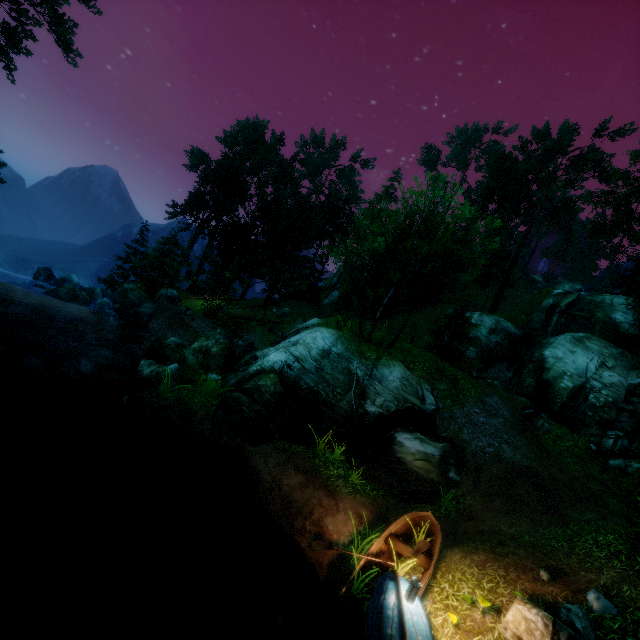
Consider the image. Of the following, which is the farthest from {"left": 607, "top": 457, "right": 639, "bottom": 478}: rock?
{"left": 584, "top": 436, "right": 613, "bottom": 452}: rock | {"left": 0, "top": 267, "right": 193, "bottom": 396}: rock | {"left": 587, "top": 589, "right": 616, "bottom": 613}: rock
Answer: {"left": 0, "top": 267, "right": 193, "bottom": 396}: rock

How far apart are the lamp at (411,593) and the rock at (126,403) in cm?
980

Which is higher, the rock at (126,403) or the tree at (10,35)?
the tree at (10,35)

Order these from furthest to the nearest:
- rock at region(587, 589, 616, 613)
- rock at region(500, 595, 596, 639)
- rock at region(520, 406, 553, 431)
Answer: rock at region(520, 406, 553, 431)
rock at region(587, 589, 616, 613)
rock at region(500, 595, 596, 639)

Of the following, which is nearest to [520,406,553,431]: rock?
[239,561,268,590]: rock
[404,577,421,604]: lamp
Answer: [404,577,421,604]: lamp

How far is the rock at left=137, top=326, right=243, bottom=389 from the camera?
13.55m

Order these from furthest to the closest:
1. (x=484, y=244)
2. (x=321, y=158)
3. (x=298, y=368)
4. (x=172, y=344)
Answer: (x=321, y=158) < (x=484, y=244) < (x=172, y=344) < (x=298, y=368)

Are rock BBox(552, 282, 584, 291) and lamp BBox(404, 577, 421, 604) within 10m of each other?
no
